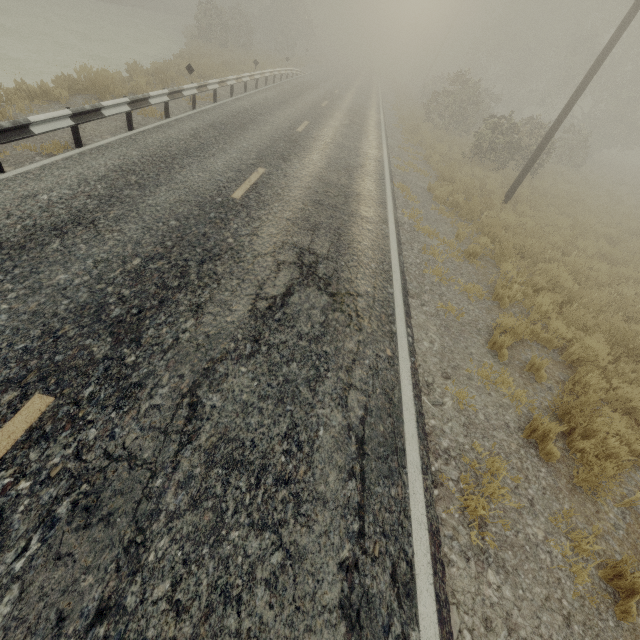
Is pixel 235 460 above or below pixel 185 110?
above
